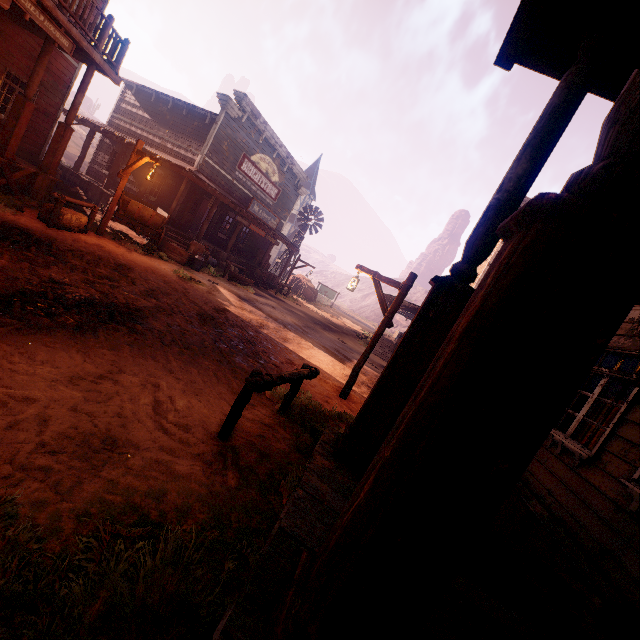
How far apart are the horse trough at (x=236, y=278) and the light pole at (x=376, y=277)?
9.4 meters

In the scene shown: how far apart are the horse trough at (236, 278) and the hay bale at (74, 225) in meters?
7.2 m

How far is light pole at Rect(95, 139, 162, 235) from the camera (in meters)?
9.69

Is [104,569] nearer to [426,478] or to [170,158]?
[426,478]

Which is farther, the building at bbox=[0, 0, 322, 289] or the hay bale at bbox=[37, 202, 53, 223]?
the building at bbox=[0, 0, 322, 289]

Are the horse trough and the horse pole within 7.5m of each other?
no

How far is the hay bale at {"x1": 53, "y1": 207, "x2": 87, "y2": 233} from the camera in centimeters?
863cm

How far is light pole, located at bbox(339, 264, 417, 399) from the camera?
7.4m
